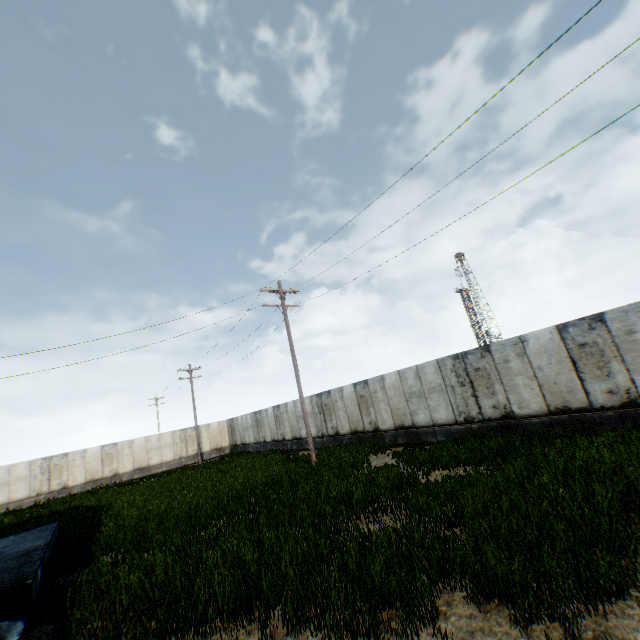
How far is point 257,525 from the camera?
8.0m
